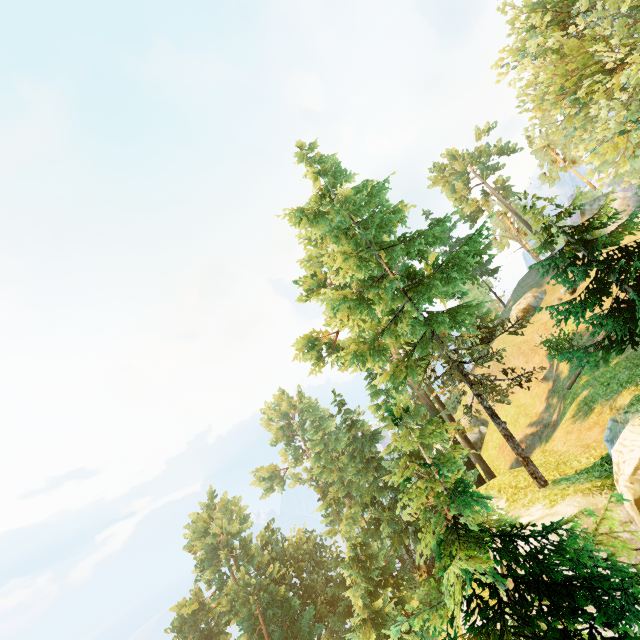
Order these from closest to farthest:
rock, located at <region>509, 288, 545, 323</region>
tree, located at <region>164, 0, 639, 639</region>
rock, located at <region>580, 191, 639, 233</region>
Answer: tree, located at <region>164, 0, 639, 639</region> → rock, located at <region>580, 191, 639, 233</region> → rock, located at <region>509, 288, 545, 323</region>

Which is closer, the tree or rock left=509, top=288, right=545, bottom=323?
the tree

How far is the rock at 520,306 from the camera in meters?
34.8 m

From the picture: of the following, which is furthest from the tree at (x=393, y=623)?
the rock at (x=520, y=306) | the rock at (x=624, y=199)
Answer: the rock at (x=520, y=306)

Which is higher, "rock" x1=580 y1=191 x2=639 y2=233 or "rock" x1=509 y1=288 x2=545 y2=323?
"rock" x1=580 y1=191 x2=639 y2=233

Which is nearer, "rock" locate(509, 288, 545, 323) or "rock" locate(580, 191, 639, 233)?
"rock" locate(580, 191, 639, 233)

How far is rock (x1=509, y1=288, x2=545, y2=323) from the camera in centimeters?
3478cm

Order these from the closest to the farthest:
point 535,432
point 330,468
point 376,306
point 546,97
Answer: point 376,306 → point 546,97 → point 535,432 → point 330,468
